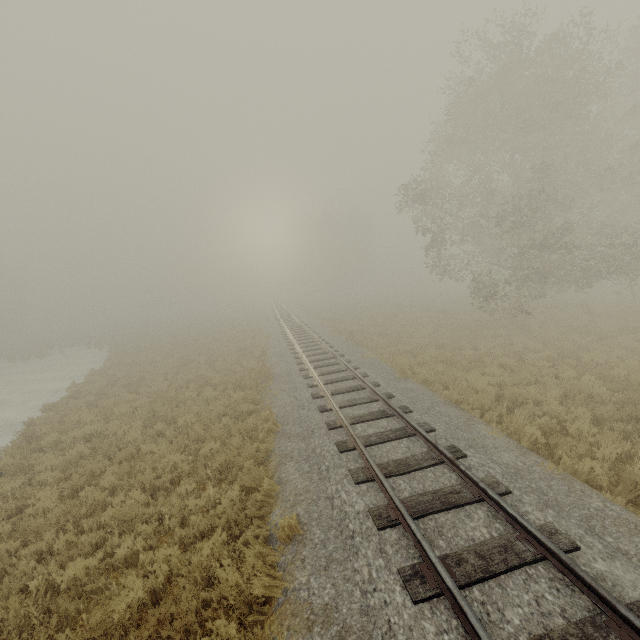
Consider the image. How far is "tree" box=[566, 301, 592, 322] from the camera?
18.7 meters

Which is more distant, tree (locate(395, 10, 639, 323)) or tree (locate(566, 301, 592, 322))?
tree (locate(566, 301, 592, 322))

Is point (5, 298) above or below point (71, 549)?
above

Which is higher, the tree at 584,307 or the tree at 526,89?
the tree at 526,89

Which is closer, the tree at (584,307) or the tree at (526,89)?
Answer: the tree at (526,89)

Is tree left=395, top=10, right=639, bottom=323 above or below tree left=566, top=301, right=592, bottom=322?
above
